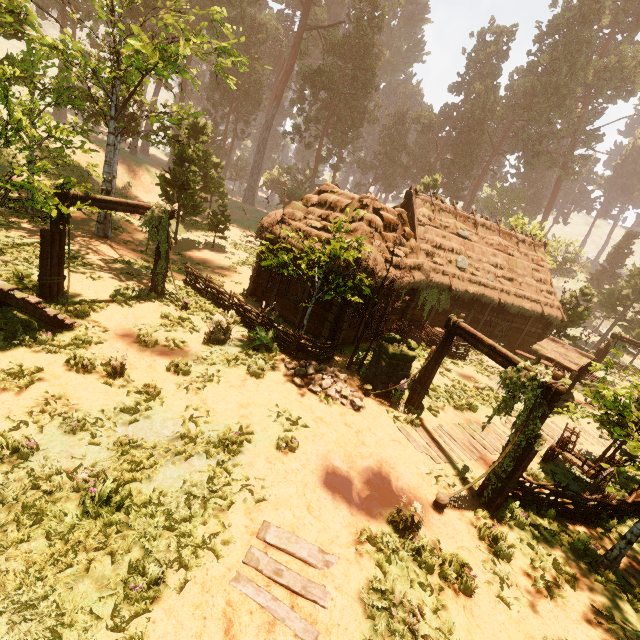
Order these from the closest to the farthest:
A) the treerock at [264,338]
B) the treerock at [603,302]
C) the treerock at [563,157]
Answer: the treerock at [264,338]
the treerock at [603,302]
the treerock at [563,157]

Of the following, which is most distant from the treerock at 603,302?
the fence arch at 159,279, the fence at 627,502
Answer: the fence at 627,502

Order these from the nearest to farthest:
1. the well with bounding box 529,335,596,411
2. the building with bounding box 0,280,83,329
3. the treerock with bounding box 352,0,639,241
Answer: the building with bounding box 0,280,83,329, the well with bounding box 529,335,596,411, the treerock with bounding box 352,0,639,241

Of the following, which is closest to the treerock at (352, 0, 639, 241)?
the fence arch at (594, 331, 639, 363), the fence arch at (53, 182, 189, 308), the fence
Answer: the fence arch at (53, 182, 189, 308)

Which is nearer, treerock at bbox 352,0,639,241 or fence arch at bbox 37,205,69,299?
fence arch at bbox 37,205,69,299

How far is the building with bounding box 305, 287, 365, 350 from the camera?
13.25m

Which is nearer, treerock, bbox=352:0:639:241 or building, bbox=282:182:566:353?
building, bbox=282:182:566:353

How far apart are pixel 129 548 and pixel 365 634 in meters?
3.6 m
